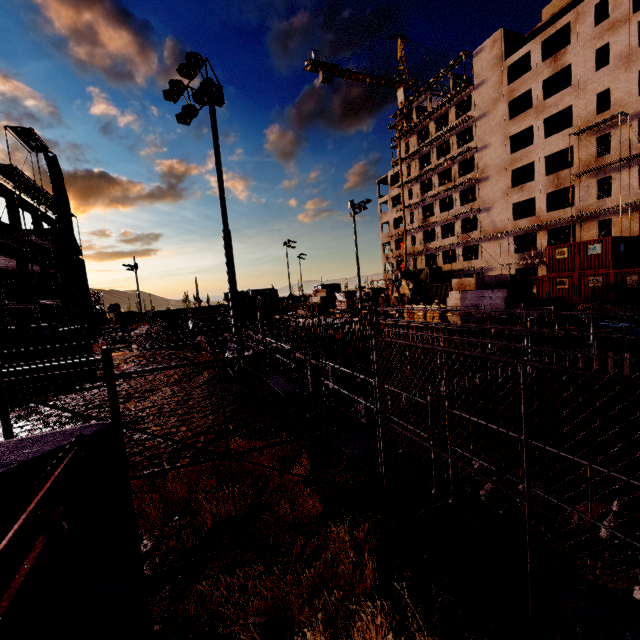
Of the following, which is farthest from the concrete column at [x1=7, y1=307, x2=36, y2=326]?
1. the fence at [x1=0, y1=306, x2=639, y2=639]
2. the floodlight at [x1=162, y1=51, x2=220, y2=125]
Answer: the fence at [x1=0, y1=306, x2=639, y2=639]

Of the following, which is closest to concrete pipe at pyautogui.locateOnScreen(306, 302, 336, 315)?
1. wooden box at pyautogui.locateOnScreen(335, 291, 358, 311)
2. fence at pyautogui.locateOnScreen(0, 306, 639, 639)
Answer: wooden box at pyautogui.locateOnScreen(335, 291, 358, 311)

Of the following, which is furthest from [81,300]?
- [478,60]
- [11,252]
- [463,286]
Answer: [478,60]

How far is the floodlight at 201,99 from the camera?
10.9m

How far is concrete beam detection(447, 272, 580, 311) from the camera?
17.02m

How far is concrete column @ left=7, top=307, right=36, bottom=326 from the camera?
19.7 meters

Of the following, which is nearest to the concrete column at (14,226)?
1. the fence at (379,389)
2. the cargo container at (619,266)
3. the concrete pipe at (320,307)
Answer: the fence at (379,389)

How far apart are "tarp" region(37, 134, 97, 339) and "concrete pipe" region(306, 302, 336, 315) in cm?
2334
